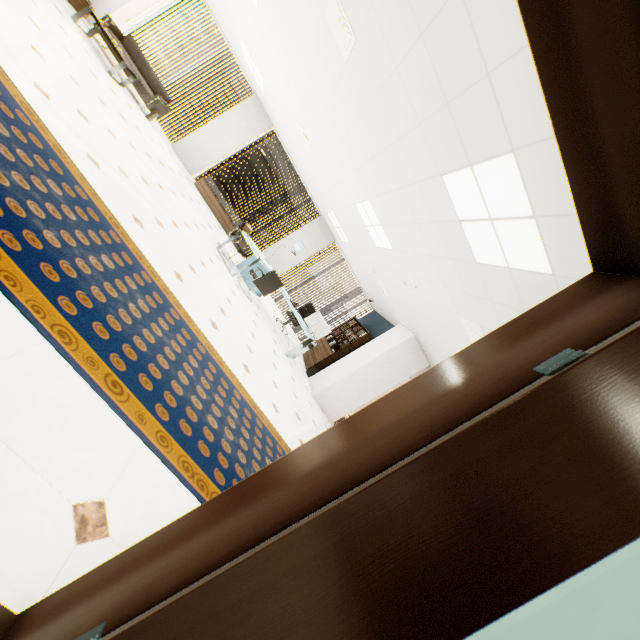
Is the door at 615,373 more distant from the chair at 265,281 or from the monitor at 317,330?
the monitor at 317,330

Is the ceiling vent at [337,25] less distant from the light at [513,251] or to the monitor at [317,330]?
the light at [513,251]

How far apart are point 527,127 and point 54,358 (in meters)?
3.04

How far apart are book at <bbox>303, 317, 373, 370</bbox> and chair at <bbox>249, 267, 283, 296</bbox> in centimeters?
289cm

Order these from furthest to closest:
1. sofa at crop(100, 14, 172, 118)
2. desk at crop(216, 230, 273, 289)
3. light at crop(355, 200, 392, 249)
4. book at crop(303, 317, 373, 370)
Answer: book at crop(303, 317, 373, 370)
sofa at crop(100, 14, 172, 118)
desk at crop(216, 230, 273, 289)
light at crop(355, 200, 392, 249)

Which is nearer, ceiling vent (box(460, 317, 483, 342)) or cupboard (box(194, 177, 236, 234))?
ceiling vent (box(460, 317, 483, 342))

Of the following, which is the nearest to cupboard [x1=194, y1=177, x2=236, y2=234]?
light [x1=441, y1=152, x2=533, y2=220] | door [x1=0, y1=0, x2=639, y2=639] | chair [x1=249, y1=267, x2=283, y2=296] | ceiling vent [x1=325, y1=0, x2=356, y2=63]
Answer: chair [x1=249, y1=267, x2=283, y2=296]

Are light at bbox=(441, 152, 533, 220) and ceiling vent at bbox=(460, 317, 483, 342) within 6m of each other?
→ yes
